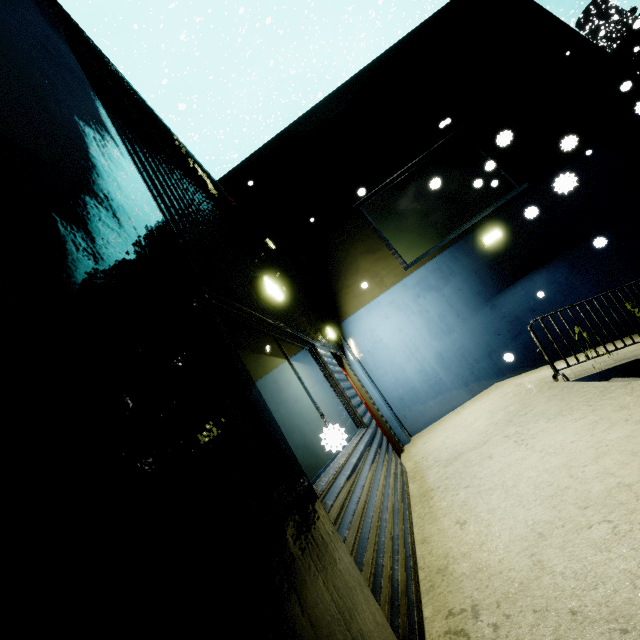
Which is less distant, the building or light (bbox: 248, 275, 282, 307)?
the building

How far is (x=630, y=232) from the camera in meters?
7.9 m

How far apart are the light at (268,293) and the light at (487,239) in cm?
653

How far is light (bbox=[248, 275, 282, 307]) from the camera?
3.6 meters

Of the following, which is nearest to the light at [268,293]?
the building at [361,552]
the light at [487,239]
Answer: the building at [361,552]

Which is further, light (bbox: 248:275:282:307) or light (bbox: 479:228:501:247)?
light (bbox: 479:228:501:247)

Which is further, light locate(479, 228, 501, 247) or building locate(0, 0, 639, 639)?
light locate(479, 228, 501, 247)

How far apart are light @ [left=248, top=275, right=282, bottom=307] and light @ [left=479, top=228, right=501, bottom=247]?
6.53m
